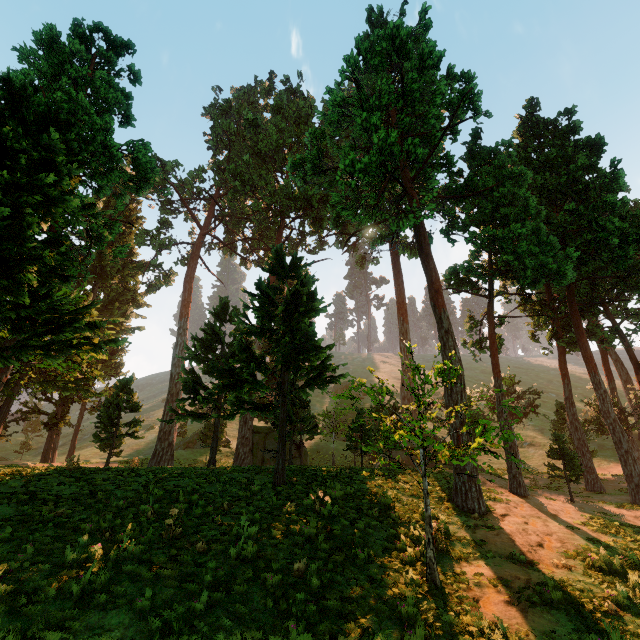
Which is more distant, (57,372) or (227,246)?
(227,246)
